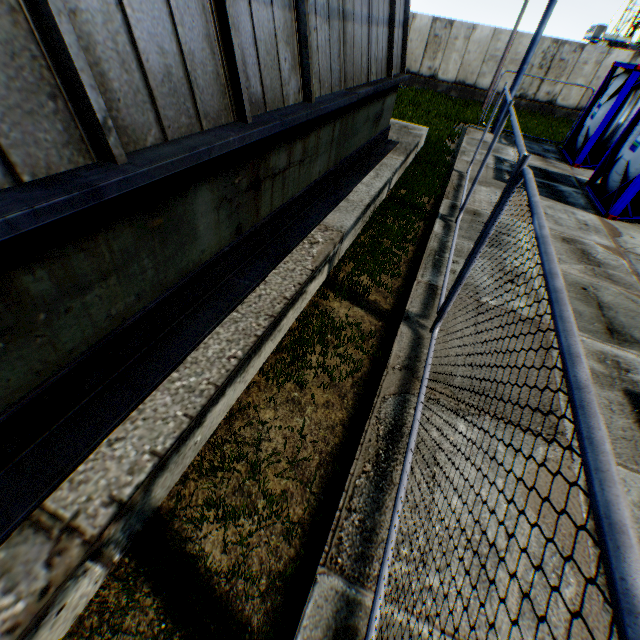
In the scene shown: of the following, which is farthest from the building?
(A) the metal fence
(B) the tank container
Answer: (B) the tank container

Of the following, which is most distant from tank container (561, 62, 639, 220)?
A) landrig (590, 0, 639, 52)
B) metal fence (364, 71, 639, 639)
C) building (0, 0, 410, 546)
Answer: landrig (590, 0, 639, 52)

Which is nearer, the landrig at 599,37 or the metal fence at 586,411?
the metal fence at 586,411

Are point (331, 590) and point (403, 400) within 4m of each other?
yes

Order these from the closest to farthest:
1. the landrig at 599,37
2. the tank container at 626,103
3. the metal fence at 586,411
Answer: the metal fence at 586,411 → the tank container at 626,103 → the landrig at 599,37

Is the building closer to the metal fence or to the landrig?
the metal fence

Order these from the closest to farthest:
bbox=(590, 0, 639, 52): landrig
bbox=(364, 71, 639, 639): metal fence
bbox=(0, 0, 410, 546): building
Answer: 1. bbox=(364, 71, 639, 639): metal fence
2. bbox=(0, 0, 410, 546): building
3. bbox=(590, 0, 639, 52): landrig
